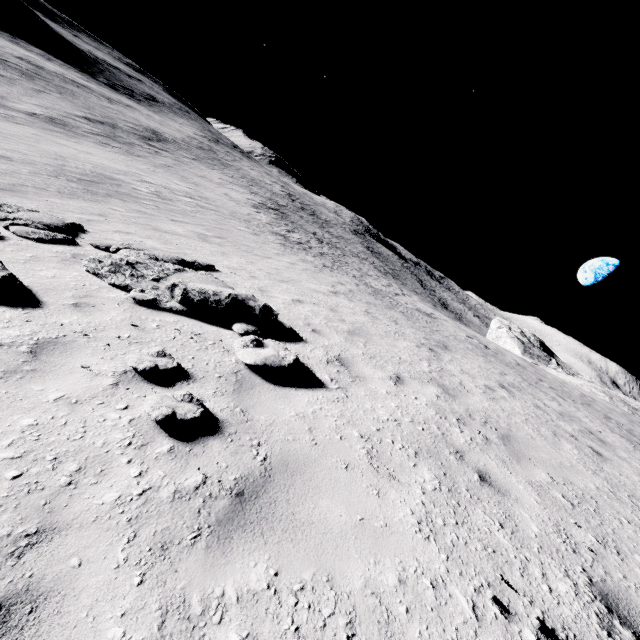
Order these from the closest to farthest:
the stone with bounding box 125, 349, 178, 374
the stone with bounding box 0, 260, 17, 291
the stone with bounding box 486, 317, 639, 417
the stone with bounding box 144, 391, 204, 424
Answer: the stone with bounding box 144, 391, 204, 424, the stone with bounding box 125, 349, 178, 374, the stone with bounding box 0, 260, 17, 291, the stone with bounding box 486, 317, 639, 417

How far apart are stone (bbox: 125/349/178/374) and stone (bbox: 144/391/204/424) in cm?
55

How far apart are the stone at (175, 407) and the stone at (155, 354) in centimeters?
55cm

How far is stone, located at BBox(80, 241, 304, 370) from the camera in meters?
4.7 m

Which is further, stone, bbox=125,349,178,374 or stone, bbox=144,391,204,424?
stone, bbox=125,349,178,374

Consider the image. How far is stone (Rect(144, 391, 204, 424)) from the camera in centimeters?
292cm

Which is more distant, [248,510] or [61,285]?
[61,285]

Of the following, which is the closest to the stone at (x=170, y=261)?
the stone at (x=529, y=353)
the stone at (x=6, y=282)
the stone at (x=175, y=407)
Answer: the stone at (x=6, y=282)
